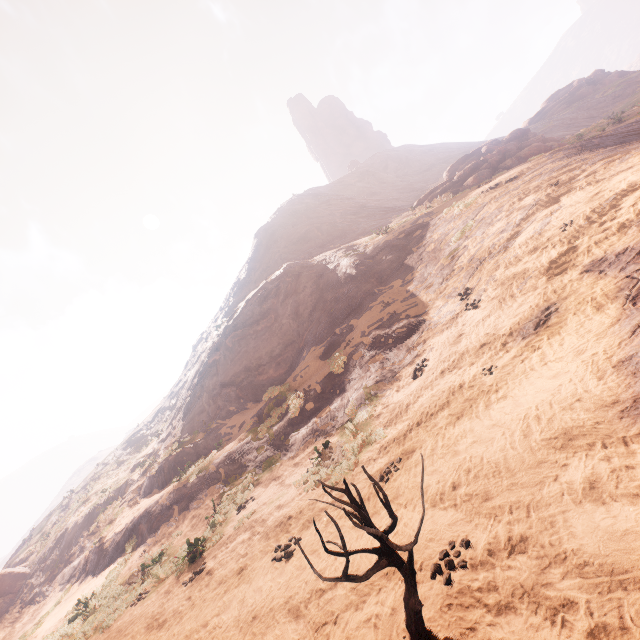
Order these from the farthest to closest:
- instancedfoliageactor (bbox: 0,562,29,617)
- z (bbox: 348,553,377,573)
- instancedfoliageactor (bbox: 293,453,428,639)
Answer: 1. instancedfoliageactor (bbox: 0,562,29,617)
2. z (bbox: 348,553,377,573)
3. instancedfoliageactor (bbox: 293,453,428,639)

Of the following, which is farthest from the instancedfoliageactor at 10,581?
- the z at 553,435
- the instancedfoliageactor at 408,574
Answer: the instancedfoliageactor at 408,574

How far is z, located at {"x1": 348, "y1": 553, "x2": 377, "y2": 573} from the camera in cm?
496

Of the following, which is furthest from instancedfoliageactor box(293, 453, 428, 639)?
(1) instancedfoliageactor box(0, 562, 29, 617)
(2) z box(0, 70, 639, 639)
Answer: (1) instancedfoliageactor box(0, 562, 29, 617)

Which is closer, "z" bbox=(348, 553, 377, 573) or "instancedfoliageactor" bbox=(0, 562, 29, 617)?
"z" bbox=(348, 553, 377, 573)

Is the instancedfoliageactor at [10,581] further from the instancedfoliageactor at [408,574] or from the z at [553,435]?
the instancedfoliageactor at [408,574]

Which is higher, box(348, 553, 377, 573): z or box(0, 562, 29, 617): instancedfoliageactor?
box(0, 562, 29, 617): instancedfoliageactor

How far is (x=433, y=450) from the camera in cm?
658
